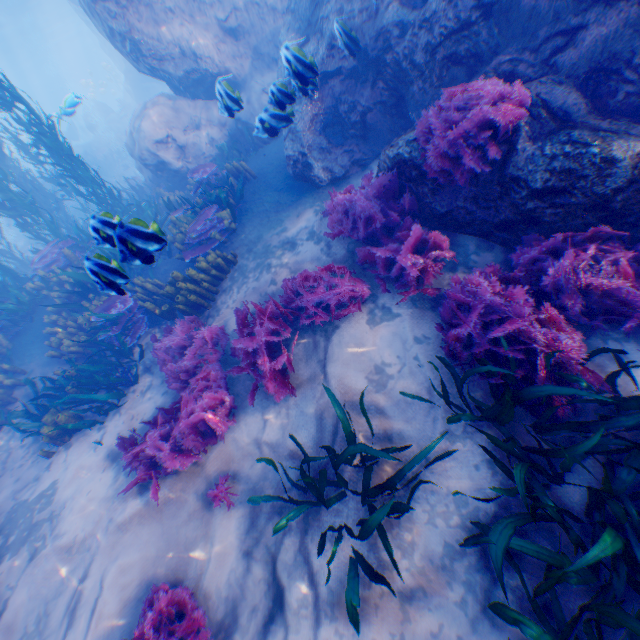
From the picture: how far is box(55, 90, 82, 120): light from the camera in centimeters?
878cm

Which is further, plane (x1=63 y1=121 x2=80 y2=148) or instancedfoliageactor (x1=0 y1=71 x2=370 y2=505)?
plane (x1=63 y1=121 x2=80 y2=148)

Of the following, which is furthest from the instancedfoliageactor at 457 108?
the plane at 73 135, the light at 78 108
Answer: the light at 78 108

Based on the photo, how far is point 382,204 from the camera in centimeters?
501cm

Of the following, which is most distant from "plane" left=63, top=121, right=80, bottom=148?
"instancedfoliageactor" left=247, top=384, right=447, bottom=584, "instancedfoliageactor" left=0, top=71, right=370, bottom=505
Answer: "instancedfoliageactor" left=247, top=384, right=447, bottom=584

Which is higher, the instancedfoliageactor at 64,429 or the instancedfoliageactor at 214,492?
the instancedfoliageactor at 64,429

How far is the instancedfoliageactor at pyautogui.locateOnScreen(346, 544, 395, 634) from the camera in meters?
2.7 m

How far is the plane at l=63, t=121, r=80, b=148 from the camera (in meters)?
31.05
